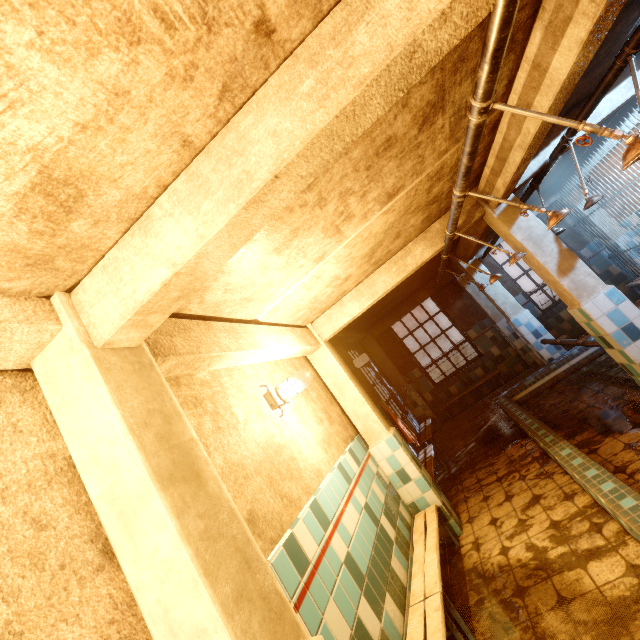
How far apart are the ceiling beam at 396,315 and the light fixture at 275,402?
5.58m

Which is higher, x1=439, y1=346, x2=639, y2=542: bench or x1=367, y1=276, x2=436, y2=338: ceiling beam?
x1=367, y1=276, x2=436, y2=338: ceiling beam

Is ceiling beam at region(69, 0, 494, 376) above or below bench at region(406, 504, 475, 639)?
above

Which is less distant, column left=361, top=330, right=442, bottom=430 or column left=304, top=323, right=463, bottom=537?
column left=304, top=323, right=463, bottom=537

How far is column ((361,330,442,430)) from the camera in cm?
779

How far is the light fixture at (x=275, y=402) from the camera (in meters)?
2.79

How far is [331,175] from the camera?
1.85m

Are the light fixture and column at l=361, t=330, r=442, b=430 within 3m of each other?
no
